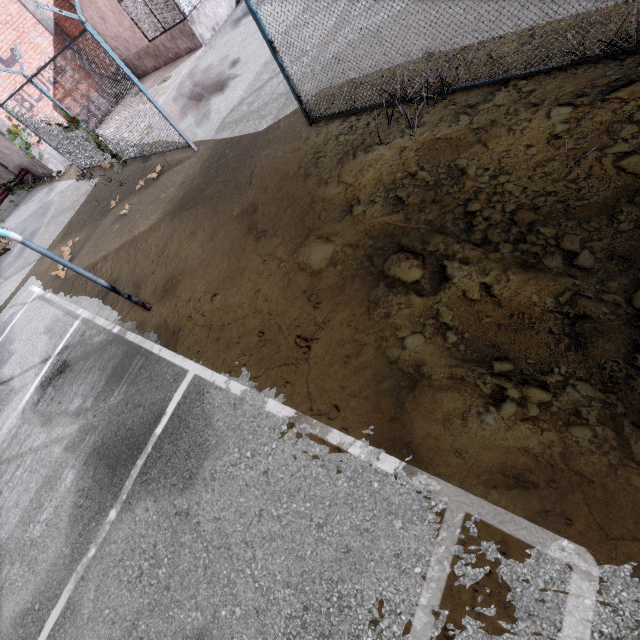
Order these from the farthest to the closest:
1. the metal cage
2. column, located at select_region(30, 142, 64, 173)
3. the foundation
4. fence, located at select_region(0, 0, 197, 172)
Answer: column, located at select_region(30, 142, 64, 173), the foundation, the metal cage, fence, located at select_region(0, 0, 197, 172)

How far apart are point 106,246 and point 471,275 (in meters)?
8.95

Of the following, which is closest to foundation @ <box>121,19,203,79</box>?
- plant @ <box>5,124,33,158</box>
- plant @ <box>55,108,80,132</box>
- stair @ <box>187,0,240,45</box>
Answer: stair @ <box>187,0,240,45</box>

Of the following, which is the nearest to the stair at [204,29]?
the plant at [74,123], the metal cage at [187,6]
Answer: the metal cage at [187,6]

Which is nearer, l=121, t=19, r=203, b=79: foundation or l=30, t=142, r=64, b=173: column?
l=121, t=19, r=203, b=79: foundation

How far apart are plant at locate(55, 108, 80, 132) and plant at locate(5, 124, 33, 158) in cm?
627

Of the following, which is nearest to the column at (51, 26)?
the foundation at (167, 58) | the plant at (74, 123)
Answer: the foundation at (167, 58)

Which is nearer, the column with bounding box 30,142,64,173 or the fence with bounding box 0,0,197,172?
the fence with bounding box 0,0,197,172
